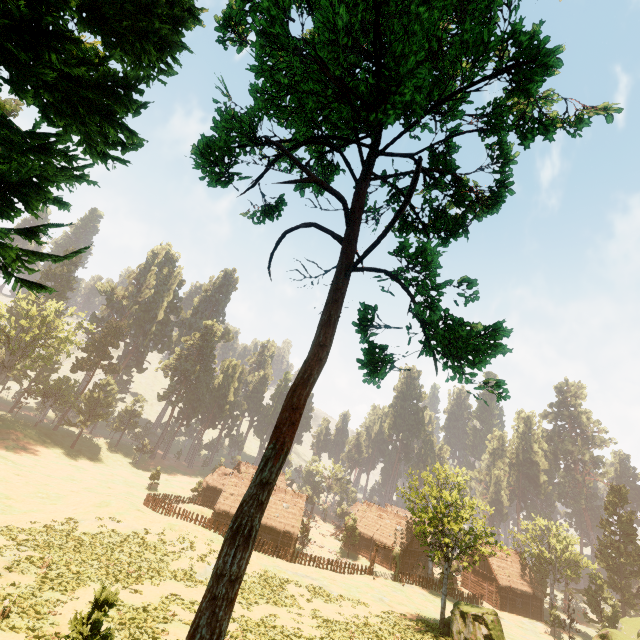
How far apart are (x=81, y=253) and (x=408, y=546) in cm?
6084

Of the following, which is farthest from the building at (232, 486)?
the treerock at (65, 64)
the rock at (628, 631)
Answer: the rock at (628, 631)

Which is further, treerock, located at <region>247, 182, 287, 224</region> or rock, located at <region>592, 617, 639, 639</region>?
rock, located at <region>592, 617, 639, 639</region>

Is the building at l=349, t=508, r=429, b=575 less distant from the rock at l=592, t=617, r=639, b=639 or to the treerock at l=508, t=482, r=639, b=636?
the treerock at l=508, t=482, r=639, b=636

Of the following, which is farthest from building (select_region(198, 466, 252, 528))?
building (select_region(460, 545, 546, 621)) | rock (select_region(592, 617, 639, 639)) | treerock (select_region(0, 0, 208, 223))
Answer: rock (select_region(592, 617, 639, 639))

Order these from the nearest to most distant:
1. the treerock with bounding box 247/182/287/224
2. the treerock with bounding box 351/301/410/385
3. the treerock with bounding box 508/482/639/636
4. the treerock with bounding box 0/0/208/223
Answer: the treerock with bounding box 0/0/208/223 < the treerock with bounding box 351/301/410/385 < the treerock with bounding box 247/182/287/224 < the treerock with bounding box 508/482/639/636

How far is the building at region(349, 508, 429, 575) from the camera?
51.1m

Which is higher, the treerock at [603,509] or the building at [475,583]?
the treerock at [603,509]
